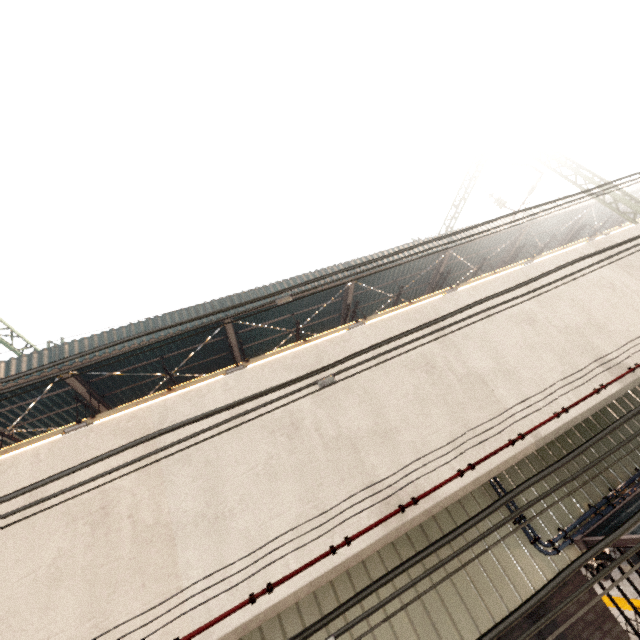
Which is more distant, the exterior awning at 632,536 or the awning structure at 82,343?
the awning structure at 82,343

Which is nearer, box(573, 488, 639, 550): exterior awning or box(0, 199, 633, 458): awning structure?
box(573, 488, 639, 550): exterior awning

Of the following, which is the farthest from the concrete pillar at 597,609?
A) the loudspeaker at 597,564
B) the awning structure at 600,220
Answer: the awning structure at 600,220

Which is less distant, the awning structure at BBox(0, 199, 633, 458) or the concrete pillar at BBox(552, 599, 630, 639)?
the concrete pillar at BBox(552, 599, 630, 639)

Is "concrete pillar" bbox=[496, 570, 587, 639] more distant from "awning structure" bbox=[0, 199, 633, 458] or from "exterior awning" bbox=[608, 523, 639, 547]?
"awning structure" bbox=[0, 199, 633, 458]

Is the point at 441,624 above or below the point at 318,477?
below
